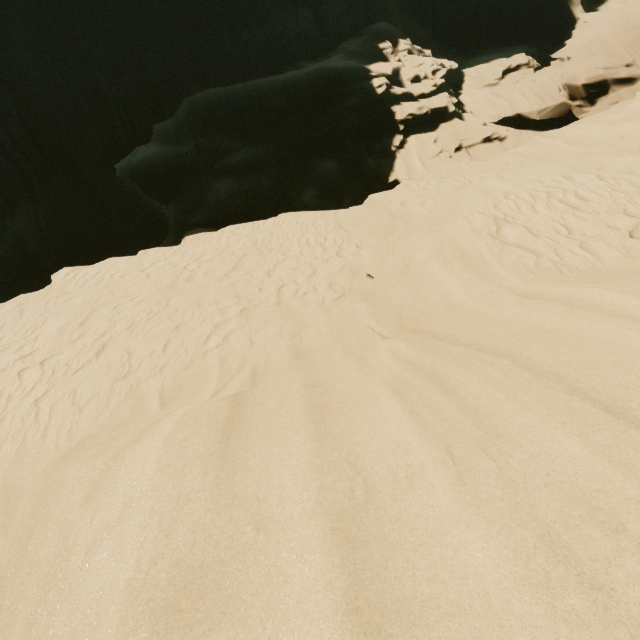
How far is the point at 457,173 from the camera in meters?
11.3
